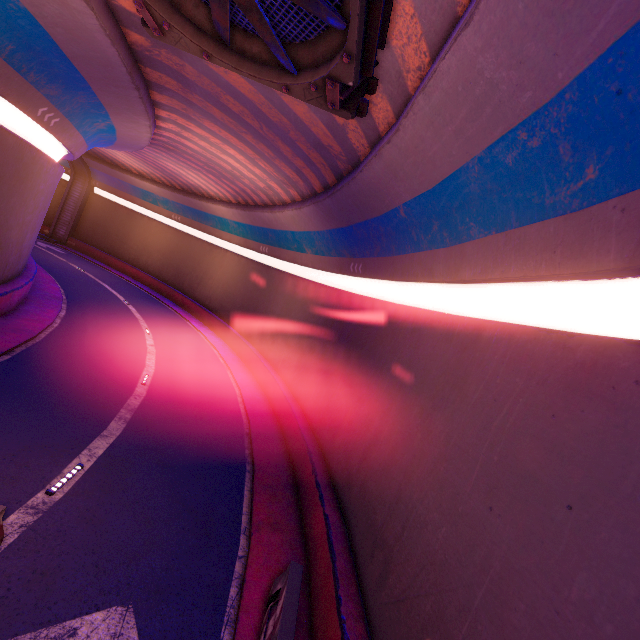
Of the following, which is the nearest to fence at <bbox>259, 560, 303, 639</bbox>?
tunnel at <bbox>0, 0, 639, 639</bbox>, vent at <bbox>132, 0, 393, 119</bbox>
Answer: tunnel at <bbox>0, 0, 639, 639</bbox>

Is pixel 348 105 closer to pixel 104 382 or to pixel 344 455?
pixel 344 455

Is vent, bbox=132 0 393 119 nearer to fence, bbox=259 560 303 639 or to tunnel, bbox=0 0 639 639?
tunnel, bbox=0 0 639 639

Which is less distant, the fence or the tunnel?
the tunnel

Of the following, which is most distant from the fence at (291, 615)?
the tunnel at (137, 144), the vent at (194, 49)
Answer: the vent at (194, 49)

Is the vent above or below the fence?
above

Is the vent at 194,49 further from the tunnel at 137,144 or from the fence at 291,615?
the fence at 291,615
